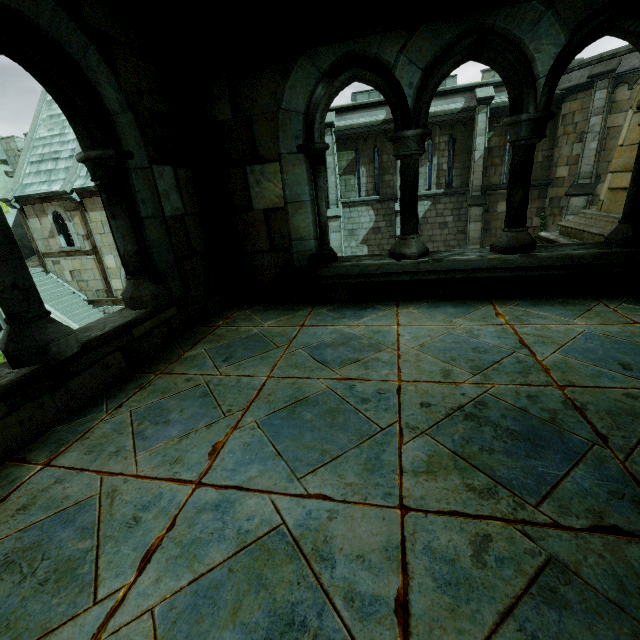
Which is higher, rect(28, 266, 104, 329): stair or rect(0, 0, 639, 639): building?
rect(0, 0, 639, 639): building

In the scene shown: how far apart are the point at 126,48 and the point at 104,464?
2.9m

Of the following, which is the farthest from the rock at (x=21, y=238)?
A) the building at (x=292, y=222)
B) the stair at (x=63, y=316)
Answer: the building at (x=292, y=222)

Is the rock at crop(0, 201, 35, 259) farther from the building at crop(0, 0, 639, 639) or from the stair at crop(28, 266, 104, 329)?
the building at crop(0, 0, 639, 639)

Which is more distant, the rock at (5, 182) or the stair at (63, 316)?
the rock at (5, 182)

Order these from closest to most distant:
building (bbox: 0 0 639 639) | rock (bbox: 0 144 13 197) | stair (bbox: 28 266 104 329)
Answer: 1. building (bbox: 0 0 639 639)
2. stair (bbox: 28 266 104 329)
3. rock (bbox: 0 144 13 197)

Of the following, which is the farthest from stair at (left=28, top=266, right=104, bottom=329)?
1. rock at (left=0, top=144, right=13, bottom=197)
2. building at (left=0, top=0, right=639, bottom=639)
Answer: building at (left=0, top=0, right=639, bottom=639)
